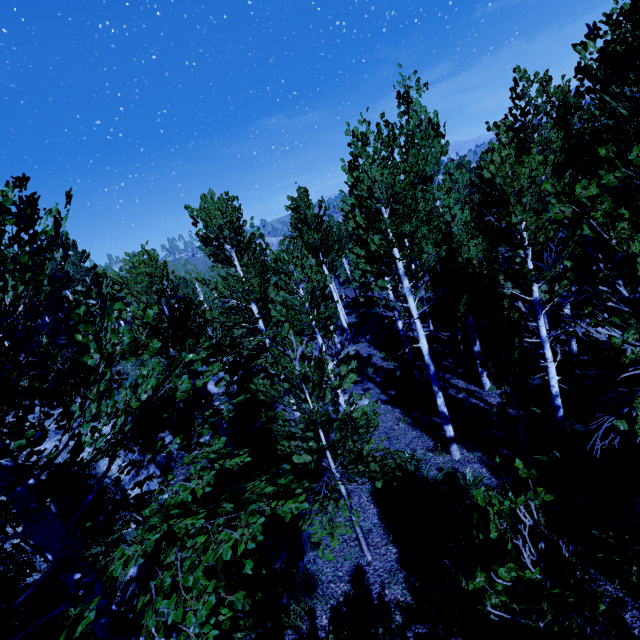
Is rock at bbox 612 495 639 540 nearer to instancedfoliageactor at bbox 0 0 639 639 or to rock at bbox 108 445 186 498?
instancedfoliageactor at bbox 0 0 639 639

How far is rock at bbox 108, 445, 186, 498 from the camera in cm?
921

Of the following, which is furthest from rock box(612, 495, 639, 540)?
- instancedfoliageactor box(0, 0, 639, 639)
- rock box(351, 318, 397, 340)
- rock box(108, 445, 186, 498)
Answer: rock box(351, 318, 397, 340)

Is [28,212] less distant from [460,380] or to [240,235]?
[240,235]

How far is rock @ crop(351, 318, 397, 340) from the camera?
21.00m

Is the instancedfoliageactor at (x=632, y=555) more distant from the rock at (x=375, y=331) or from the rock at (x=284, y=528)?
the rock at (x=375, y=331)
